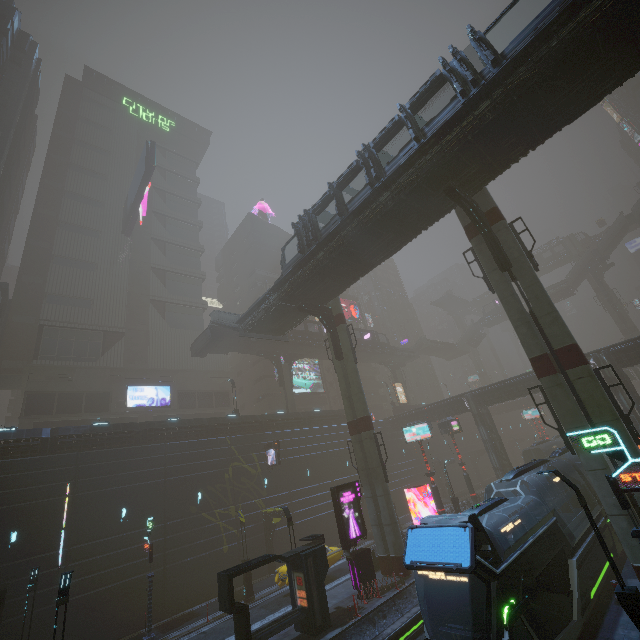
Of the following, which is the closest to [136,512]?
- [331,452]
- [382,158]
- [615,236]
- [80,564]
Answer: [80,564]

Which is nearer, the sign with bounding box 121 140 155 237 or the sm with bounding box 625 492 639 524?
the sm with bounding box 625 492 639 524

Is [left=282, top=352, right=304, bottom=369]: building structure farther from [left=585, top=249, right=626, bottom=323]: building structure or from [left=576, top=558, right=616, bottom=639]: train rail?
[left=585, top=249, right=626, bottom=323]: building structure

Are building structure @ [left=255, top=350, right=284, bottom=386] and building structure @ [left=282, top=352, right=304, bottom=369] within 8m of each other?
yes

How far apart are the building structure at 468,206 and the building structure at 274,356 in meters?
30.4

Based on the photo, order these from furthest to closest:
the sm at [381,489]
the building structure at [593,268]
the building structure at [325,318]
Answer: the building structure at [593,268]
the building structure at [325,318]
the sm at [381,489]

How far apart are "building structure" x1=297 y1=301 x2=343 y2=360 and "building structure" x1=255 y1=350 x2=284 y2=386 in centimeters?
1651cm

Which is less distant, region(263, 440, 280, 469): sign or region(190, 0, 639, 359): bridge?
region(190, 0, 639, 359): bridge
